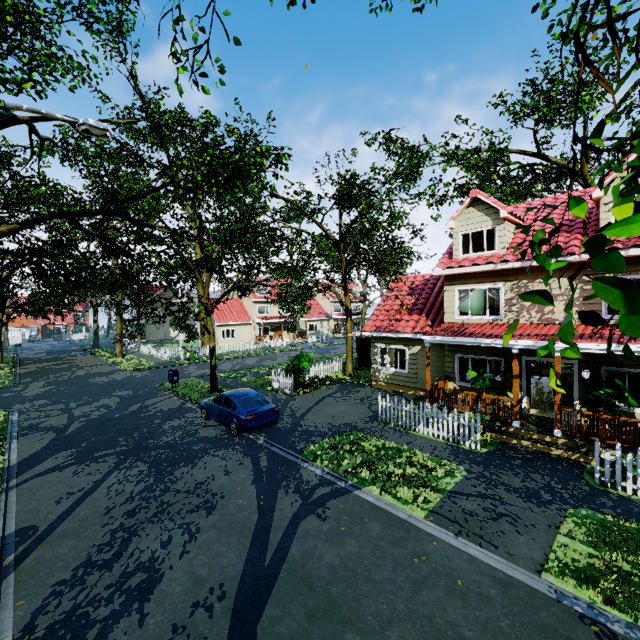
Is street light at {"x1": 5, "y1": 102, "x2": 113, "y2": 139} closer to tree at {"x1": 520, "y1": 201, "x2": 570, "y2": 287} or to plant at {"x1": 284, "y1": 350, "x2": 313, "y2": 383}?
tree at {"x1": 520, "y1": 201, "x2": 570, "y2": 287}

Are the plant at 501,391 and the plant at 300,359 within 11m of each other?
yes

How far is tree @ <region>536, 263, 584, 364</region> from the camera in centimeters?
118cm

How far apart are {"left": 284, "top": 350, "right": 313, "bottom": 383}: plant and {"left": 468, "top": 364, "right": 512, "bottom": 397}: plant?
8.7 meters

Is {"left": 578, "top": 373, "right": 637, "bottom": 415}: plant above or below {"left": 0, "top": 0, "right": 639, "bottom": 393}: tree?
below

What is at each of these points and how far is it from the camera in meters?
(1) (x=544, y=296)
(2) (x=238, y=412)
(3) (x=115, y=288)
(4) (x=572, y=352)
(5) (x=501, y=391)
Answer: (1) tree, 1.2
(2) car, 12.3
(3) tree, 17.7
(4) tree, 1.6
(5) plant, 12.1

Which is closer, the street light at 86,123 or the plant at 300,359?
the street light at 86,123

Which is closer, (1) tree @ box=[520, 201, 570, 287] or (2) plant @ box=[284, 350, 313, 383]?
(1) tree @ box=[520, 201, 570, 287]
